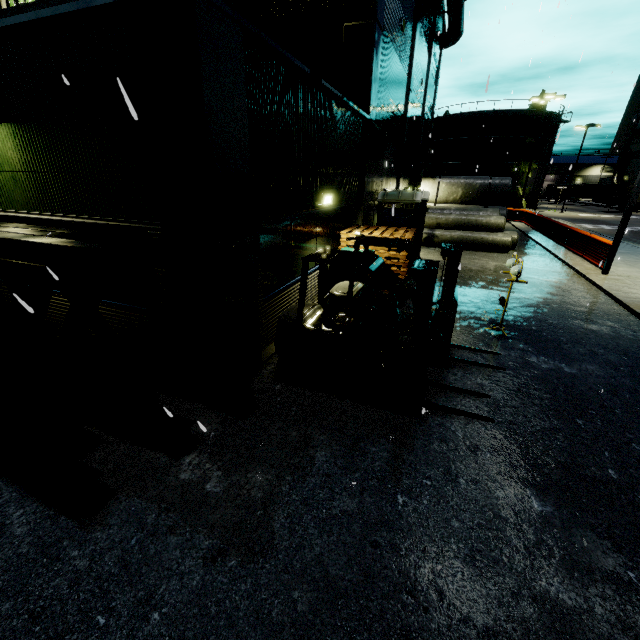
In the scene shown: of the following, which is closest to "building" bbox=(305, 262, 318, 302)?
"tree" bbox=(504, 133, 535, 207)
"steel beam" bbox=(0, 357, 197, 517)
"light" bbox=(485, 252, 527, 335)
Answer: "tree" bbox=(504, 133, 535, 207)

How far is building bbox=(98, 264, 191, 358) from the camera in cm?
519

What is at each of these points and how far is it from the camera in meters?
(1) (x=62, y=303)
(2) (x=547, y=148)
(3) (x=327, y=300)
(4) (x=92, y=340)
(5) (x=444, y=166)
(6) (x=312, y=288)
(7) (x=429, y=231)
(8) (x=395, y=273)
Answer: (1) building, 6.5 m
(2) silo, 44.1 m
(3) forklift, 5.3 m
(4) building, 6.6 m
(5) silo, 47.6 m
(6) building, 8.6 m
(7) concrete pipe, 17.6 m
(8) pallet, 9.2 m

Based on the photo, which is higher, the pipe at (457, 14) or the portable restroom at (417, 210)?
the pipe at (457, 14)

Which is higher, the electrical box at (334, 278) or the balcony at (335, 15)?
the balcony at (335, 15)

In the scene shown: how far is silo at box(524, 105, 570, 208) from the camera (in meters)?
42.47

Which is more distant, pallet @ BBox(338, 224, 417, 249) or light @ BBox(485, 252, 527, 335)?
pallet @ BBox(338, 224, 417, 249)

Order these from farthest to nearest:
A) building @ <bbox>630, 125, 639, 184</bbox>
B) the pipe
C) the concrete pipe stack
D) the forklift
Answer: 1. building @ <bbox>630, 125, 639, 184</bbox>
2. the concrete pipe stack
3. the pipe
4. the forklift
